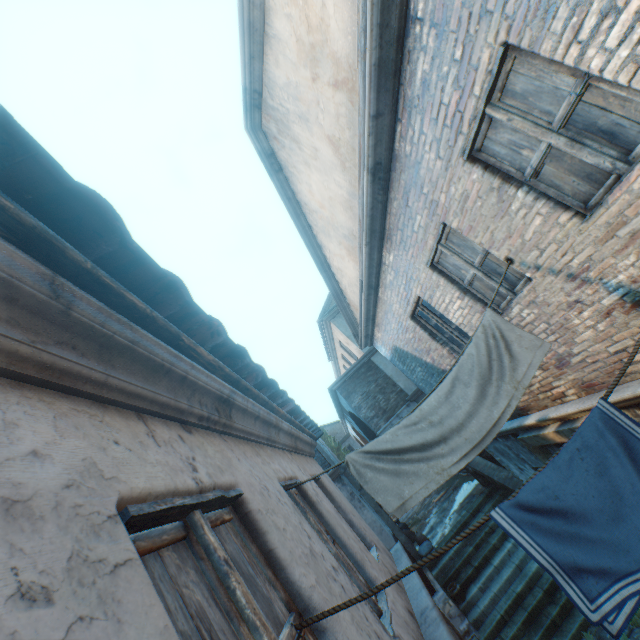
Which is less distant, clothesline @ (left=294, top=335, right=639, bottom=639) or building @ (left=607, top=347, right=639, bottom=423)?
clothesline @ (left=294, top=335, right=639, bottom=639)

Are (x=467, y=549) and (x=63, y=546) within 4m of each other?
no

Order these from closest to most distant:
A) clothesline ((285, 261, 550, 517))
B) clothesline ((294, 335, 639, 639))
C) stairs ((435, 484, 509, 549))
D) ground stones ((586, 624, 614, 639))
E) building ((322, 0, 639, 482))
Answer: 1. clothesline ((294, 335, 639, 639))
2. building ((322, 0, 639, 482))
3. clothesline ((285, 261, 550, 517))
4. ground stones ((586, 624, 614, 639))
5. stairs ((435, 484, 509, 549))

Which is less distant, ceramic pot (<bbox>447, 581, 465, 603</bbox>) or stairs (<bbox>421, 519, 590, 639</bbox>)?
stairs (<bbox>421, 519, 590, 639</bbox>)

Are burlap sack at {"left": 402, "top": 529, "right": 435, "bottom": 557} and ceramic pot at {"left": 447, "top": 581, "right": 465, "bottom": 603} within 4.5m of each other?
yes

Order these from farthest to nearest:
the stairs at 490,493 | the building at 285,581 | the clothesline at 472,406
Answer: the stairs at 490,493
the clothesline at 472,406
the building at 285,581

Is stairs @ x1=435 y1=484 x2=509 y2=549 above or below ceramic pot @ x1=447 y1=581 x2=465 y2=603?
above

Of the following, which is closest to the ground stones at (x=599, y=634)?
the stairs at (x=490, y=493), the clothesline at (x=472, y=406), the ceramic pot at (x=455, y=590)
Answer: the stairs at (x=490, y=493)
